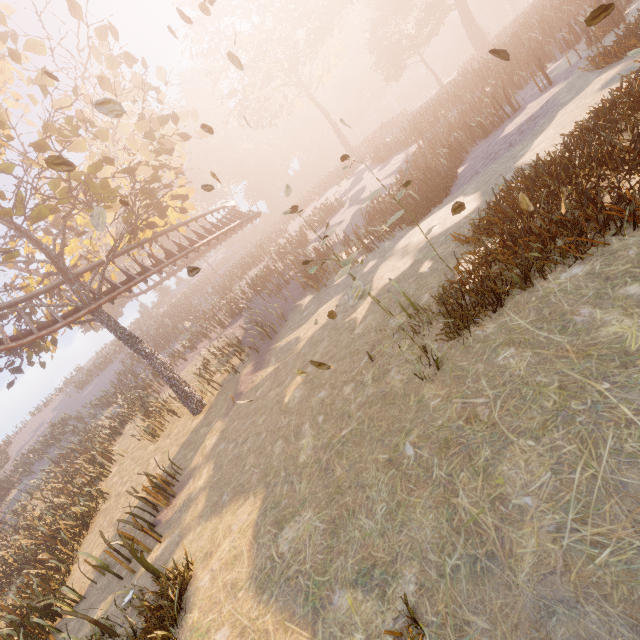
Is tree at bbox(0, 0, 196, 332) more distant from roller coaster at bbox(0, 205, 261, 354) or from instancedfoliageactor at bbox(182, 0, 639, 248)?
instancedfoliageactor at bbox(182, 0, 639, 248)

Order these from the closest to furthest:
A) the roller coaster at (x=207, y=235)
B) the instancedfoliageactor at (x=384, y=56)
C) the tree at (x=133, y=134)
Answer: the tree at (x=133, y=134) < the roller coaster at (x=207, y=235) < the instancedfoliageactor at (x=384, y=56)

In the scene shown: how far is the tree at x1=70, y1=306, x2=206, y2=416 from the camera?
14.2 meters

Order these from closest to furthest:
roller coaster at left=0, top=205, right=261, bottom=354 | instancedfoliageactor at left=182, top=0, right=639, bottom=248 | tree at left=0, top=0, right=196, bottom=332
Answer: tree at left=0, top=0, right=196, bottom=332
roller coaster at left=0, top=205, right=261, bottom=354
instancedfoliageactor at left=182, top=0, right=639, bottom=248

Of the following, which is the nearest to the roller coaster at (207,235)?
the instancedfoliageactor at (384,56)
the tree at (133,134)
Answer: the tree at (133,134)

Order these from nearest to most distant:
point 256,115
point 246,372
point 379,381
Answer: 1. point 379,381
2. point 246,372
3. point 256,115

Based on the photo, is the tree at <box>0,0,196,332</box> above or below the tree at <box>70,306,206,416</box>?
above
